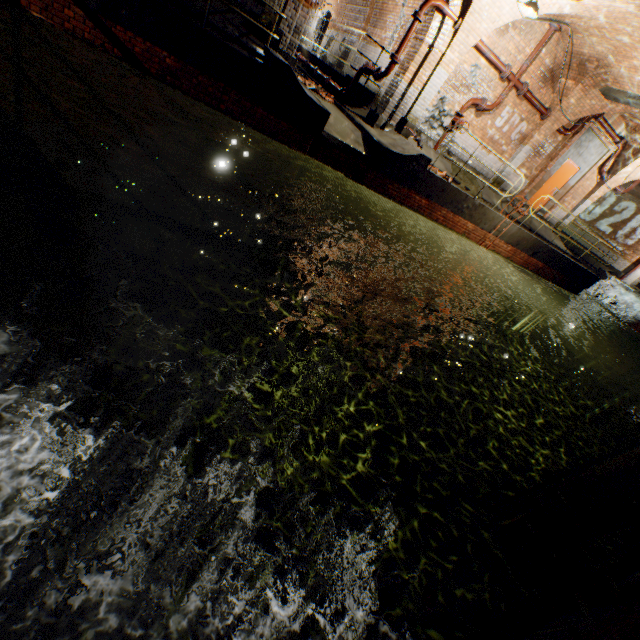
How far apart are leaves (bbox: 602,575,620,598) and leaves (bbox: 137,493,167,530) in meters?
3.7

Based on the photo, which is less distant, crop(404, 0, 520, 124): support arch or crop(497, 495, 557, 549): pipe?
crop(497, 495, 557, 549): pipe

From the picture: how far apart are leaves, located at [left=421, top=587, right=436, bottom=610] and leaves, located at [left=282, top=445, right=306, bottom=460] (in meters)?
1.13

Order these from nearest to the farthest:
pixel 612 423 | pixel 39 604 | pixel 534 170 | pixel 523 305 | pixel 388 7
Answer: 1. pixel 39 604
2. pixel 388 7
3. pixel 534 170
4. pixel 523 305
5. pixel 612 423

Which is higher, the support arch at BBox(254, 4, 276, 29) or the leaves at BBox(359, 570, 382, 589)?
the support arch at BBox(254, 4, 276, 29)

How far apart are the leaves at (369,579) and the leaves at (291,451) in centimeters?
80cm

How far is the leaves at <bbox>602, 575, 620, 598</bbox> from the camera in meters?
2.7 m

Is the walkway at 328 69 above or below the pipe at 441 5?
below
